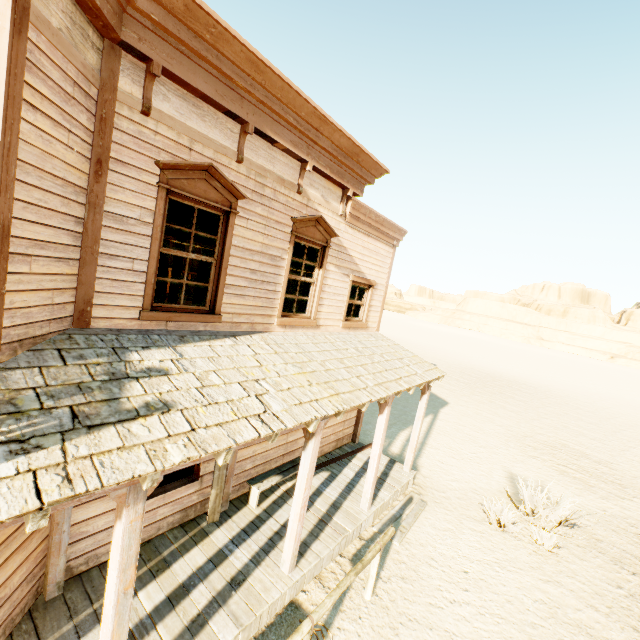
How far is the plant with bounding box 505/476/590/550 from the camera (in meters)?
7.54

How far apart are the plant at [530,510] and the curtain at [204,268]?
9.06m

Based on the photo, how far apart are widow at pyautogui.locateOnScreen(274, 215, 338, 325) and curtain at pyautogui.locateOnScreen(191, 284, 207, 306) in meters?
1.4

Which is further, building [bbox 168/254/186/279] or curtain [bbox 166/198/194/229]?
building [bbox 168/254/186/279]

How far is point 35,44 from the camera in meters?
2.7 m

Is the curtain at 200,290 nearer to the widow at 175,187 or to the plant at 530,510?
Result: the widow at 175,187

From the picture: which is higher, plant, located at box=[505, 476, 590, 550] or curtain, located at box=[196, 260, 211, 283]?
curtain, located at box=[196, 260, 211, 283]

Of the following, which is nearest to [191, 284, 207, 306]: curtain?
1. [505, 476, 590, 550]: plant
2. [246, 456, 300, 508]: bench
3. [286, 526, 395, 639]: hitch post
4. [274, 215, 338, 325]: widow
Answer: [274, 215, 338, 325]: widow
